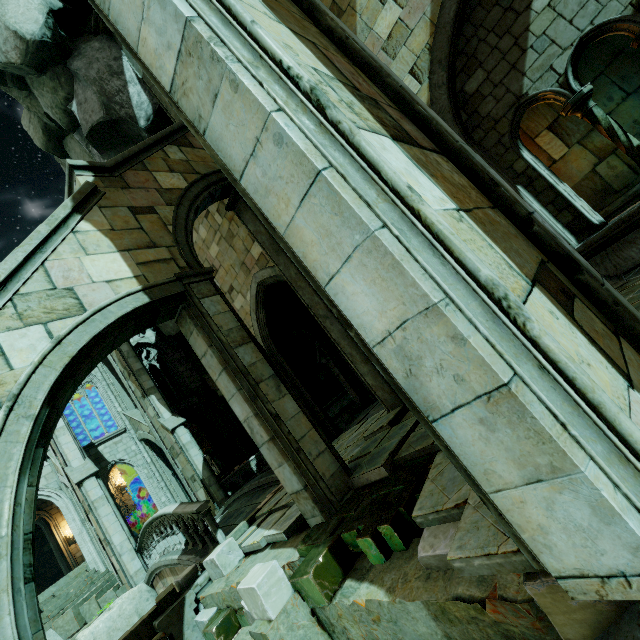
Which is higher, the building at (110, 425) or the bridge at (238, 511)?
the building at (110, 425)

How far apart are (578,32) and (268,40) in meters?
5.7 m

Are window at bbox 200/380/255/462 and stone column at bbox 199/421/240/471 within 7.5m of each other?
yes

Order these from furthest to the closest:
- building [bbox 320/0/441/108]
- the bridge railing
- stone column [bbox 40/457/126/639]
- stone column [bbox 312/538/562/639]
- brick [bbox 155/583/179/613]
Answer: stone column [bbox 40/457/126/639] → the bridge railing → brick [bbox 155/583/179/613] → building [bbox 320/0/441/108] → stone column [bbox 312/538/562/639]

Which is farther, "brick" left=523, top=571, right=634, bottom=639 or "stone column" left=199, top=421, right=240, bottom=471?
"stone column" left=199, top=421, right=240, bottom=471

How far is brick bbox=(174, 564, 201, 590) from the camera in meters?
6.8 m

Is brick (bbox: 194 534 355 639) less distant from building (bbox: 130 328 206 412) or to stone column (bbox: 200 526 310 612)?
stone column (bbox: 200 526 310 612)

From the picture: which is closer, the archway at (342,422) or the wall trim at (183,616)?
the wall trim at (183,616)
